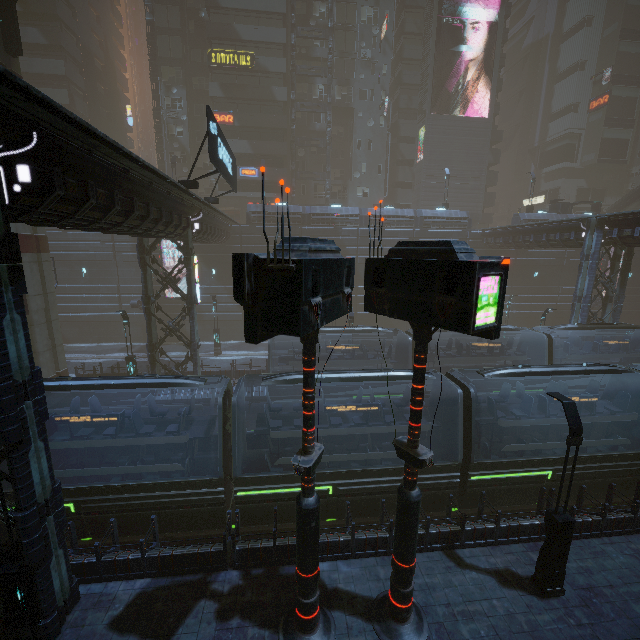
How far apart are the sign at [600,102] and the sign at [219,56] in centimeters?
5304cm

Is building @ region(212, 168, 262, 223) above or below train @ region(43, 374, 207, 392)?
above

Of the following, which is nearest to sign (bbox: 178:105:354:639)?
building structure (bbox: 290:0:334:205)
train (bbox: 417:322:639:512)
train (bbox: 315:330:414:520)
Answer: train (bbox: 315:330:414:520)

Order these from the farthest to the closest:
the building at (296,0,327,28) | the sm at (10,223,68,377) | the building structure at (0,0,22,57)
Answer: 1. the building at (296,0,327,28)
2. the sm at (10,223,68,377)
3. the building structure at (0,0,22,57)

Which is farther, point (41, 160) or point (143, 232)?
point (143, 232)

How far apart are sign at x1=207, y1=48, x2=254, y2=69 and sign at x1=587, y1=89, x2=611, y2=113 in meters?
53.0

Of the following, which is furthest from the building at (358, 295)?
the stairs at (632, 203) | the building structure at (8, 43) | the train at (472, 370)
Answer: the building structure at (8, 43)

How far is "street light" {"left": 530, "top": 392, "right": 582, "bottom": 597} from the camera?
8.3m
